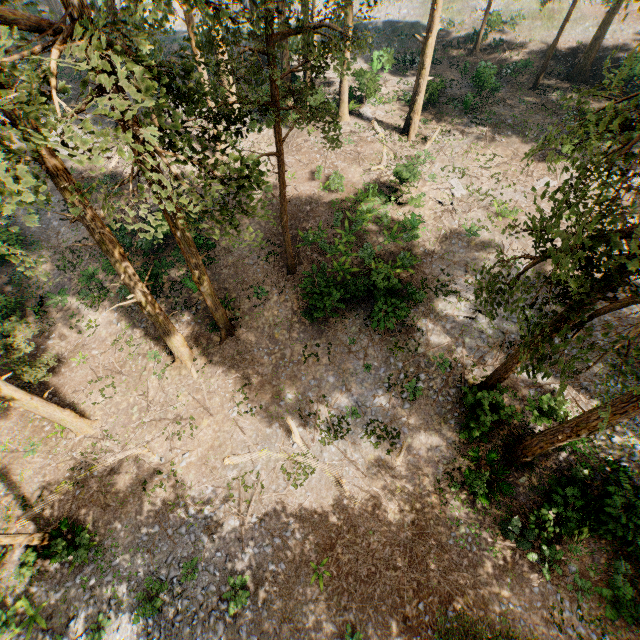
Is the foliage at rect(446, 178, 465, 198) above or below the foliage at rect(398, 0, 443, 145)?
below

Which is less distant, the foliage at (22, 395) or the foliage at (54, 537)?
the foliage at (54, 537)

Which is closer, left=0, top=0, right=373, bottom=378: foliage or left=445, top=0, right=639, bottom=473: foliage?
left=0, top=0, right=373, bottom=378: foliage

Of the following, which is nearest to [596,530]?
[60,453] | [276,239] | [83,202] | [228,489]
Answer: [228,489]

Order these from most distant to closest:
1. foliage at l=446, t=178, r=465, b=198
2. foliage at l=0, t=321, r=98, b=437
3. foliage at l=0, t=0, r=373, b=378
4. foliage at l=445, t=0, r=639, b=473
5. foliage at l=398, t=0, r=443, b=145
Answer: foliage at l=446, t=178, r=465, b=198, foliage at l=398, t=0, r=443, b=145, foliage at l=0, t=321, r=98, b=437, foliage at l=445, t=0, r=639, b=473, foliage at l=0, t=0, r=373, b=378
